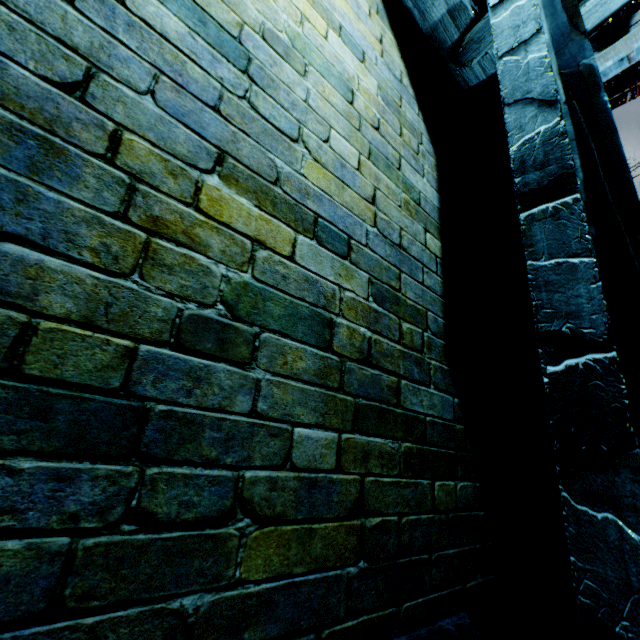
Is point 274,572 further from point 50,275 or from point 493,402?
point 493,402
